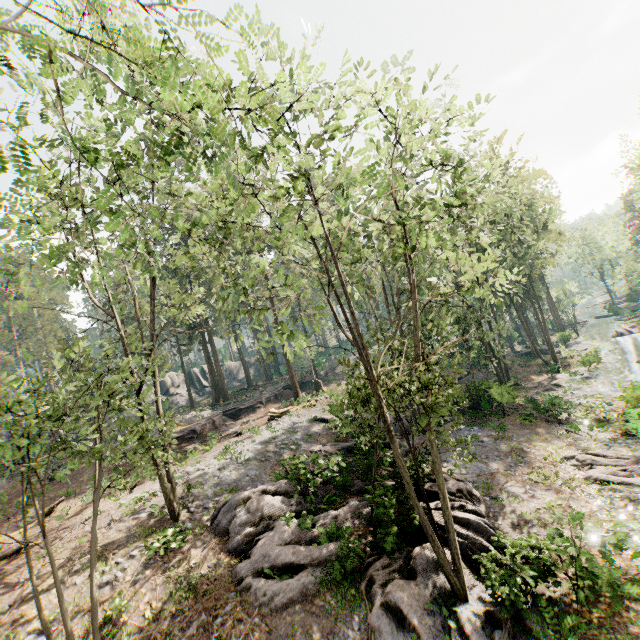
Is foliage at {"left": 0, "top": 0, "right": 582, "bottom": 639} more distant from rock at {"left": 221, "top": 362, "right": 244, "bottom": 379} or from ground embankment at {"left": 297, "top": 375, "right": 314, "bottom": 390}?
rock at {"left": 221, "top": 362, "right": 244, "bottom": 379}

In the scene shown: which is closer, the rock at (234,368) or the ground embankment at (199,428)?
the ground embankment at (199,428)

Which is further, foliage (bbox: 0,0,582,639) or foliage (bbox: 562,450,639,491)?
foliage (bbox: 562,450,639,491)

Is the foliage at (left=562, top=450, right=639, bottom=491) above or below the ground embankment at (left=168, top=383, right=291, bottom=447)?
below

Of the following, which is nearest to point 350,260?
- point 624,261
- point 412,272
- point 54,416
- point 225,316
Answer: point 412,272

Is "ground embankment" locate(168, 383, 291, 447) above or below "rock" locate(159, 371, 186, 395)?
below

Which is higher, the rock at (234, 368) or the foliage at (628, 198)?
the foliage at (628, 198)
